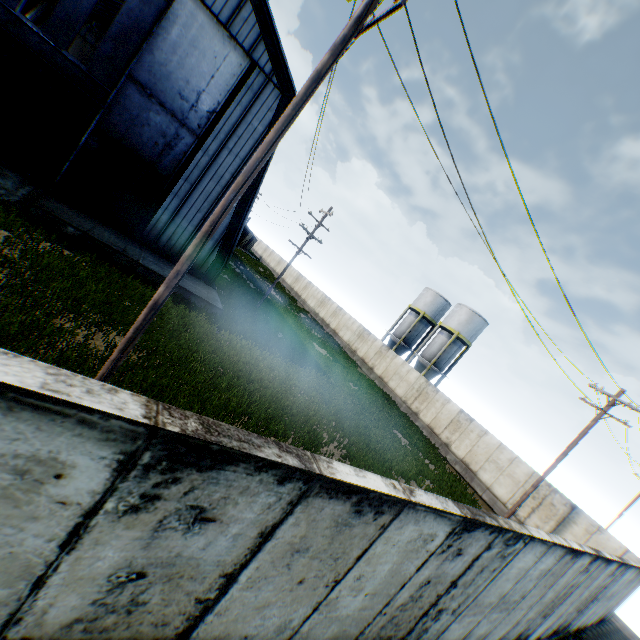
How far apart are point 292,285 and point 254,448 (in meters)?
54.07

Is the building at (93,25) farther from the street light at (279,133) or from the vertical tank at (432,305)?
the vertical tank at (432,305)

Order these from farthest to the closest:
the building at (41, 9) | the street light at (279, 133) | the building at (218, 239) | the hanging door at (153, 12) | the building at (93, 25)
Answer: the building at (41, 9), the building at (93, 25), the building at (218, 239), the hanging door at (153, 12), the street light at (279, 133)

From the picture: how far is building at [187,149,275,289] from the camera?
17.7 meters

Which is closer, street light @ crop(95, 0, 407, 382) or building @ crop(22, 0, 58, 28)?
street light @ crop(95, 0, 407, 382)

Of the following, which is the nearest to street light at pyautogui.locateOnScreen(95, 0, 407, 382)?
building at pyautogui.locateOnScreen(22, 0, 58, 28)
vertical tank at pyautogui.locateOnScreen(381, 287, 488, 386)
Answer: building at pyautogui.locateOnScreen(22, 0, 58, 28)

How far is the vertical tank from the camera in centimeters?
3559cm

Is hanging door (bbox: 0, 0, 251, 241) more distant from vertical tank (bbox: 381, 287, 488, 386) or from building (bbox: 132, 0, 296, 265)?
vertical tank (bbox: 381, 287, 488, 386)
